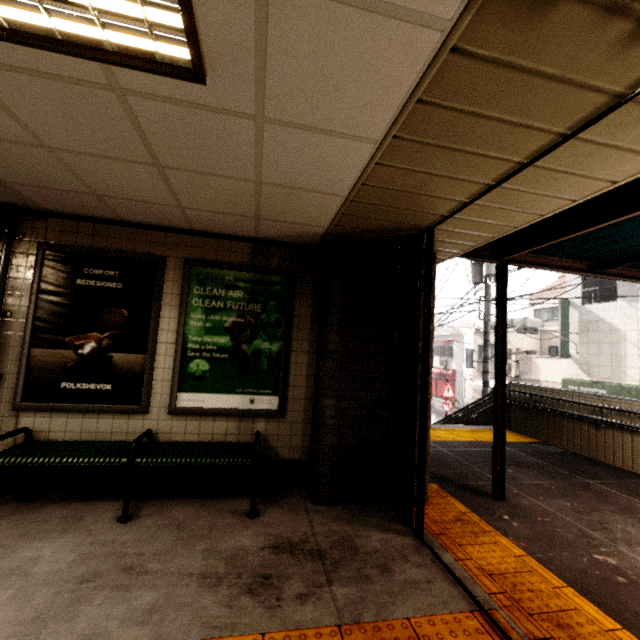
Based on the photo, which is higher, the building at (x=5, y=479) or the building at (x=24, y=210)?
the building at (x=24, y=210)

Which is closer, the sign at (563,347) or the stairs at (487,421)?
the stairs at (487,421)

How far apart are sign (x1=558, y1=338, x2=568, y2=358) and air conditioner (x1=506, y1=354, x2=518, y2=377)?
3.9 meters

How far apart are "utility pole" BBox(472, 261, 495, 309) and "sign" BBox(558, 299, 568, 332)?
6.63m

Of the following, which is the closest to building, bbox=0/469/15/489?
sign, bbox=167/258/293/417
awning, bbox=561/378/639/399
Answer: sign, bbox=167/258/293/417

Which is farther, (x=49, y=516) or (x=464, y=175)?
(x=49, y=516)

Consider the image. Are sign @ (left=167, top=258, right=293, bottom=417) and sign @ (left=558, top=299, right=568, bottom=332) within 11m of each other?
no

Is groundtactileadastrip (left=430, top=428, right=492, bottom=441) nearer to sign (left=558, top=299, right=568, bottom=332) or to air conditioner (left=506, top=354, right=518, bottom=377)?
sign (left=558, top=299, right=568, bottom=332)
